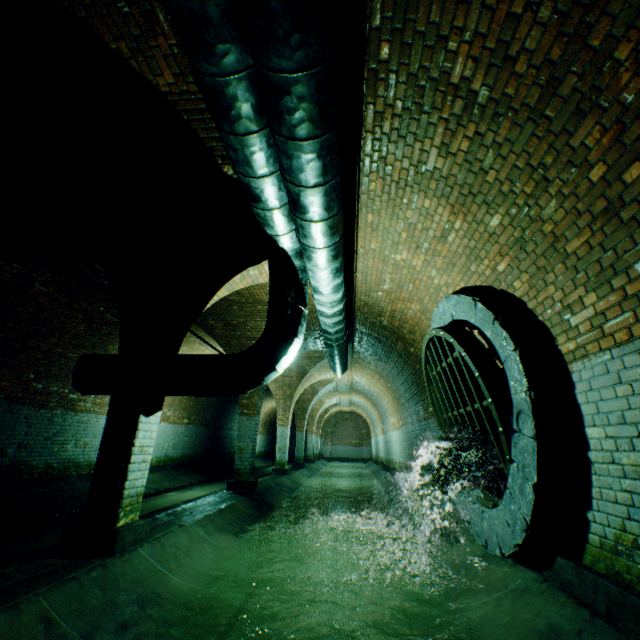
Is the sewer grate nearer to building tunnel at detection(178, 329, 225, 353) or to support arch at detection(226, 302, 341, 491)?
building tunnel at detection(178, 329, 225, 353)

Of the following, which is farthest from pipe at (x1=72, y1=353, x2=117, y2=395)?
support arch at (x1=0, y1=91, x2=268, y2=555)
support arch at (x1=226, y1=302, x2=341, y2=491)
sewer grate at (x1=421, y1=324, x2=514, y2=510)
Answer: sewer grate at (x1=421, y1=324, x2=514, y2=510)

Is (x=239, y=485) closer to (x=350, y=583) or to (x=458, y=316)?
(x=350, y=583)

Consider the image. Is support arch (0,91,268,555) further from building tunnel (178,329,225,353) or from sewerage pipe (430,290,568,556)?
sewerage pipe (430,290,568,556)

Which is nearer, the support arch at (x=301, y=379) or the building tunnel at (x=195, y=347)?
the support arch at (x=301, y=379)

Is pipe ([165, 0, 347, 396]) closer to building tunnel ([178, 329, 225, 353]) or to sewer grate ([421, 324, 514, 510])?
building tunnel ([178, 329, 225, 353])

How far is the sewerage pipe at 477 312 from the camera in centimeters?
297cm

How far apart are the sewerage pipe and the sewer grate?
0.01m
